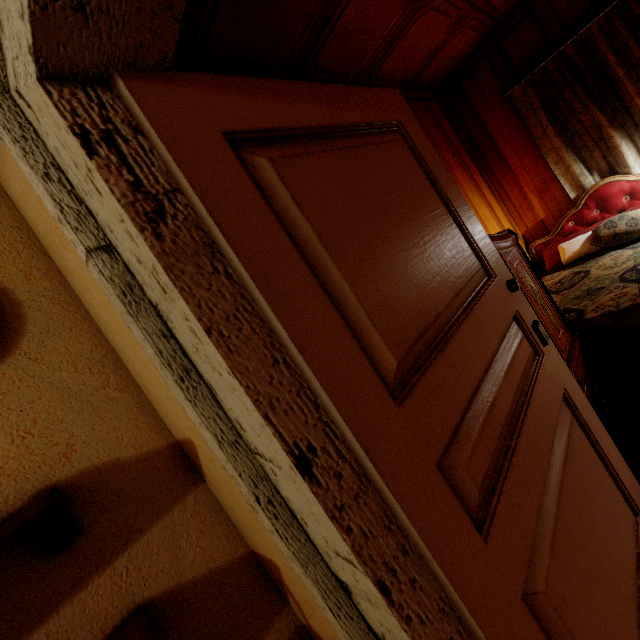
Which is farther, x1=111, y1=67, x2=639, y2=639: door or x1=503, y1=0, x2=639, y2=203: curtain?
x1=503, y1=0, x2=639, y2=203: curtain

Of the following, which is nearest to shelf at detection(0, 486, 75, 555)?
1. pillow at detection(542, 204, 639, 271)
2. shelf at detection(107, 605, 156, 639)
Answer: shelf at detection(107, 605, 156, 639)

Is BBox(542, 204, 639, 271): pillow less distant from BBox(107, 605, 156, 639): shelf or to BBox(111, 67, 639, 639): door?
BBox(111, 67, 639, 639): door

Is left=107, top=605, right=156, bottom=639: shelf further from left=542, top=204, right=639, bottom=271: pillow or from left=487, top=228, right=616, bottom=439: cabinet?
left=542, top=204, right=639, bottom=271: pillow

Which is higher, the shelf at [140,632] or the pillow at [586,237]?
the shelf at [140,632]

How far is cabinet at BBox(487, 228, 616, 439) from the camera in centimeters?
184cm

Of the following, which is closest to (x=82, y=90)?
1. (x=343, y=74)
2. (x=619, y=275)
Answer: (x=343, y=74)

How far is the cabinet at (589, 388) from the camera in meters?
1.8 m
